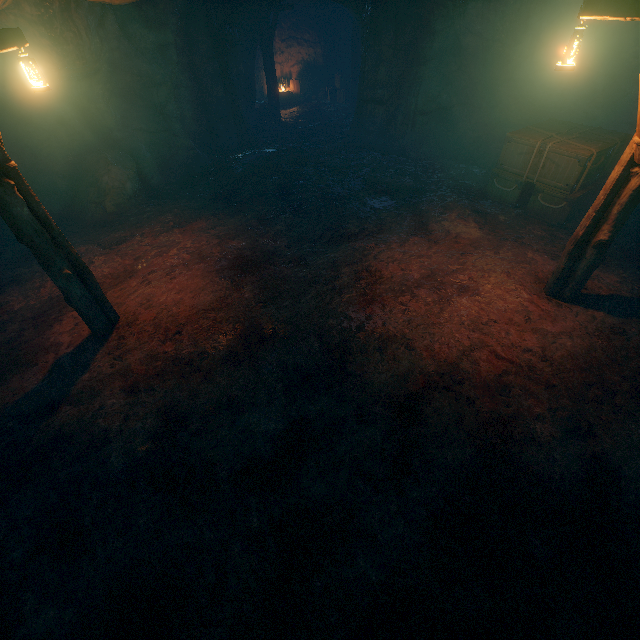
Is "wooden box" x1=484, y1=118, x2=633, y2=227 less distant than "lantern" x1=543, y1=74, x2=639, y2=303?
No

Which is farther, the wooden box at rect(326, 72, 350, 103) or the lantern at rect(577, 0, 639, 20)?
the wooden box at rect(326, 72, 350, 103)

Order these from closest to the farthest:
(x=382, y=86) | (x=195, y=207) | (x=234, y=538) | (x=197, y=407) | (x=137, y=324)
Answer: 1. (x=234, y=538)
2. (x=197, y=407)
3. (x=137, y=324)
4. (x=195, y=207)
5. (x=382, y=86)

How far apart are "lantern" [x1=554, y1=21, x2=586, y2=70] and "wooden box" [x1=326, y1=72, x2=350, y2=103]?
16.67m

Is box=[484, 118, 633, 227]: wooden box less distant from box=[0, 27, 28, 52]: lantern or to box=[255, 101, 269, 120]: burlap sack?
box=[255, 101, 269, 120]: burlap sack

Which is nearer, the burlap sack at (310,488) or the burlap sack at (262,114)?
the burlap sack at (310,488)

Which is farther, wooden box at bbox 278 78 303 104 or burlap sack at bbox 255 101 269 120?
wooden box at bbox 278 78 303 104

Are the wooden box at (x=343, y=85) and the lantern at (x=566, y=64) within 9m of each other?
no
